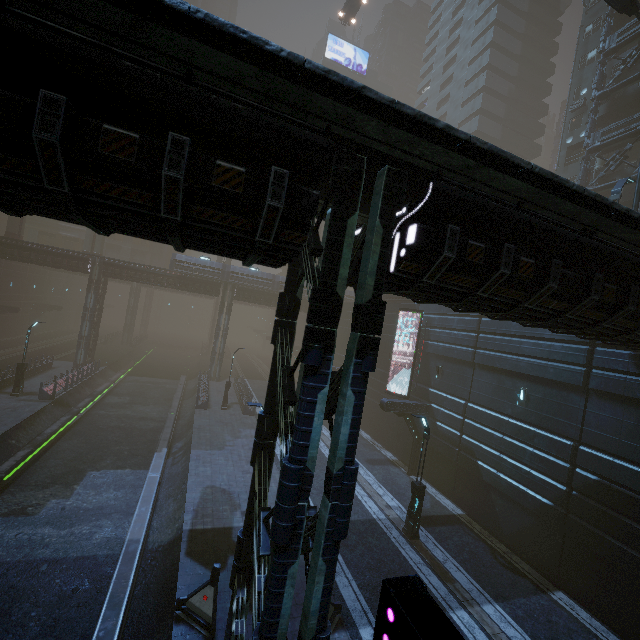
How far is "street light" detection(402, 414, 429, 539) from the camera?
→ 14.7 meters

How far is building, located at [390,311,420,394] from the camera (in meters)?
24.61

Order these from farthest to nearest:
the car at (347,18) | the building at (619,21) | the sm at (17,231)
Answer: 1. the car at (347,18)
2. the sm at (17,231)
3. the building at (619,21)

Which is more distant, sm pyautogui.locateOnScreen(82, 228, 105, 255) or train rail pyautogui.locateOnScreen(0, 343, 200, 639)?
sm pyautogui.locateOnScreen(82, 228, 105, 255)

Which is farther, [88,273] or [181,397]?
[88,273]

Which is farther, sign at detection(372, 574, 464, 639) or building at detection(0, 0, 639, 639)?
building at detection(0, 0, 639, 639)

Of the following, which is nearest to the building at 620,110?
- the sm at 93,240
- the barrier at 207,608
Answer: the barrier at 207,608

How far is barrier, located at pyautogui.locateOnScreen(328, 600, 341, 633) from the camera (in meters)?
9.80
